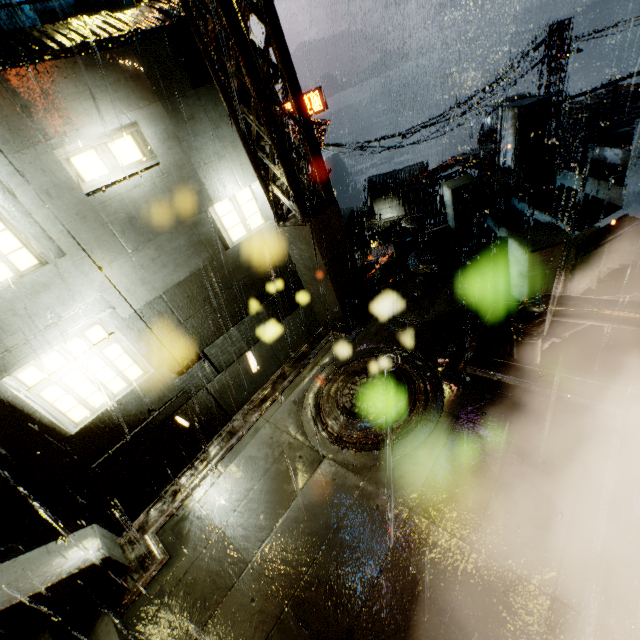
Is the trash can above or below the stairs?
above

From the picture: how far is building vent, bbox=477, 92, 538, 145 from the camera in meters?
20.1

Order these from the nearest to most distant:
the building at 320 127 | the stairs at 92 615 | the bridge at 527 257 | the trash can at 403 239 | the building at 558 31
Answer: the stairs at 92 615 < the bridge at 527 257 < the building at 320 127 < the trash can at 403 239 < the building at 558 31

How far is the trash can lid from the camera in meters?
9.6

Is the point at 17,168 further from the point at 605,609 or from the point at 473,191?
the point at 473,191

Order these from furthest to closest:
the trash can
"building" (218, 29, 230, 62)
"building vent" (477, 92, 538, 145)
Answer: "building vent" (477, 92, 538, 145) → the trash can → "building" (218, 29, 230, 62)

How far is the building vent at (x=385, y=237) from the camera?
34.1m

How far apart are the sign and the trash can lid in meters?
21.2
